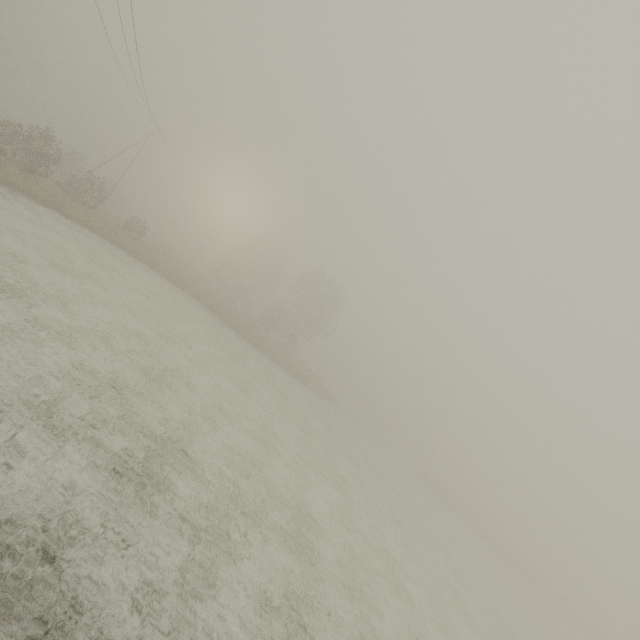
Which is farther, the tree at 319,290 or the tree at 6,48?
the tree at 319,290

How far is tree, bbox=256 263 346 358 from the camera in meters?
47.6

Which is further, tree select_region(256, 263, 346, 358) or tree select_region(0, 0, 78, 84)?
tree select_region(256, 263, 346, 358)

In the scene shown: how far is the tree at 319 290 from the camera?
47.56m

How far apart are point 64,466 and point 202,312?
25.9m
